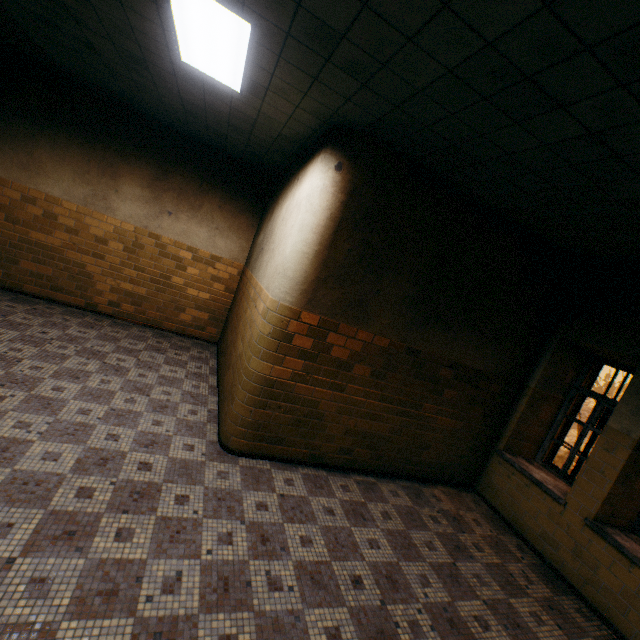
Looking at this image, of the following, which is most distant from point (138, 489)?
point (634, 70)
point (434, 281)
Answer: point (634, 70)
